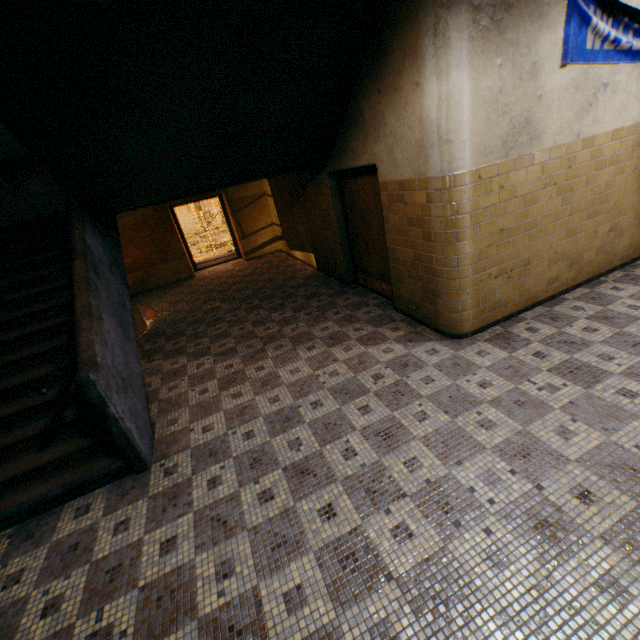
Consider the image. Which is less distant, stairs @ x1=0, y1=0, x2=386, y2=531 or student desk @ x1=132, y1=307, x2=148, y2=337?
stairs @ x1=0, y1=0, x2=386, y2=531

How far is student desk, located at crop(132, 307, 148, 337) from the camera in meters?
6.6

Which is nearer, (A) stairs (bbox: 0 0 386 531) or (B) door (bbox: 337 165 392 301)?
(A) stairs (bbox: 0 0 386 531)

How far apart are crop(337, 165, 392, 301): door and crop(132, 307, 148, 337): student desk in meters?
4.5 m

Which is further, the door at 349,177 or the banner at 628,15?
the door at 349,177

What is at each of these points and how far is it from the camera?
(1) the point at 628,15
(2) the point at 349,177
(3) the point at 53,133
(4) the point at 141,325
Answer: (1) banner, 3.4m
(2) door, 5.4m
(3) stairs, 3.2m
(4) student desk, 6.8m

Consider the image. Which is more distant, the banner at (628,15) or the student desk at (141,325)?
the student desk at (141,325)

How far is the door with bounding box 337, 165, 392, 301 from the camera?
5.0m
